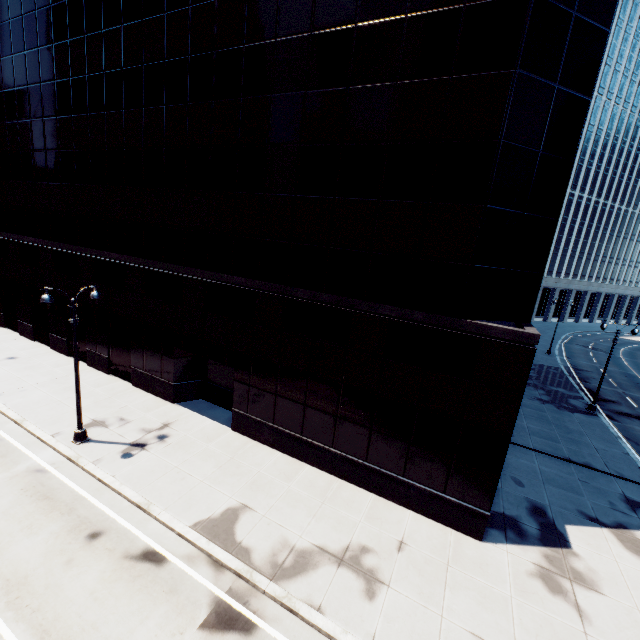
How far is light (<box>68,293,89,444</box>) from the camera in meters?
14.0

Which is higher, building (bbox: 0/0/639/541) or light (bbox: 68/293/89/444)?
building (bbox: 0/0/639/541)

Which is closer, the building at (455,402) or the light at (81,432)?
the building at (455,402)

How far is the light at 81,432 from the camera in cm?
1403

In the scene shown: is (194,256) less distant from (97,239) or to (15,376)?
(97,239)

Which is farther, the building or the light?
the light
